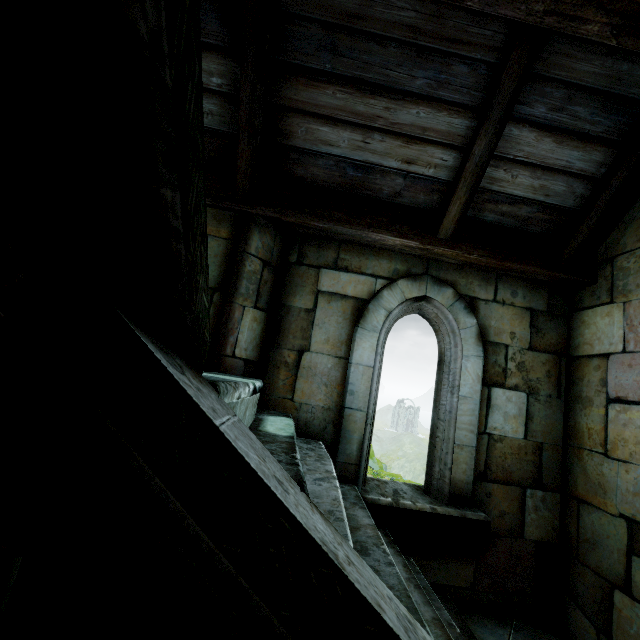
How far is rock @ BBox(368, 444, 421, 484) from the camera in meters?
42.6

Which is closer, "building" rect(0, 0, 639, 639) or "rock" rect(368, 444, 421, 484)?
"building" rect(0, 0, 639, 639)

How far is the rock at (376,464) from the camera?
42.6 meters

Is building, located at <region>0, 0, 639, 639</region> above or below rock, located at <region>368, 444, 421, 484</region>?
above

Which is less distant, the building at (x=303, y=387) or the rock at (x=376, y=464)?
the building at (x=303, y=387)

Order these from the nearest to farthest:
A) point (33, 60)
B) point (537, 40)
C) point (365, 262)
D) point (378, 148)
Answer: point (33, 60) < point (537, 40) < point (378, 148) < point (365, 262)
